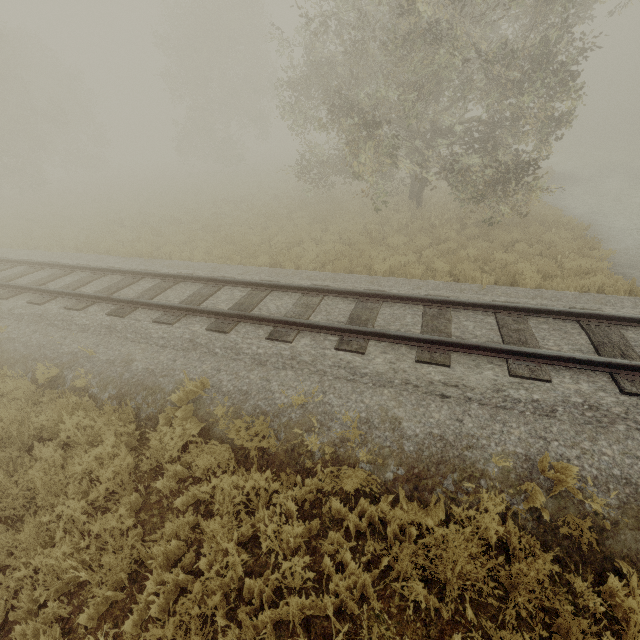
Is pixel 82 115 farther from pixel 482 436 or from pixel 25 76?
pixel 482 436
